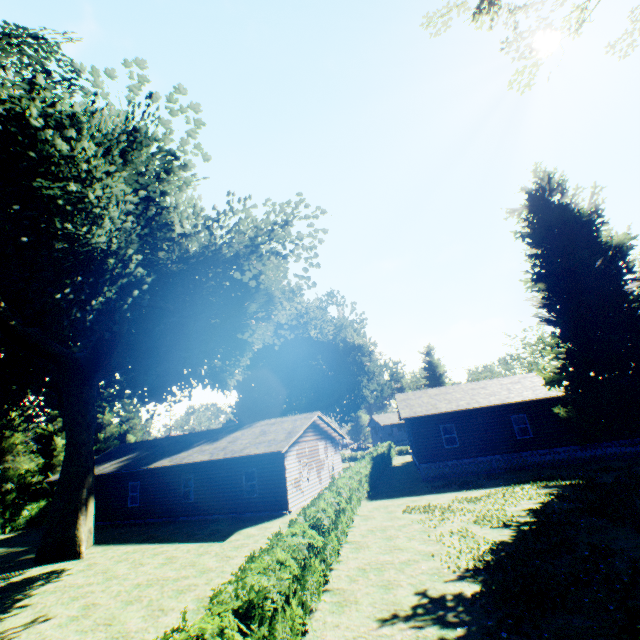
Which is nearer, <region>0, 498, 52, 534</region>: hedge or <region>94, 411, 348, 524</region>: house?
<region>94, 411, 348, 524</region>: house

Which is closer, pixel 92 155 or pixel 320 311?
pixel 92 155

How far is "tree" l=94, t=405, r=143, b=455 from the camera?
37.2 meters

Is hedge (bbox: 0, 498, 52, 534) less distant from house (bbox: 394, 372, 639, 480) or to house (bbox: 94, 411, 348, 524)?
house (bbox: 94, 411, 348, 524)

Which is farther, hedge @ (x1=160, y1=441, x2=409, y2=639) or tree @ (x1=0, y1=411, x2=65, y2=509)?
tree @ (x1=0, y1=411, x2=65, y2=509)

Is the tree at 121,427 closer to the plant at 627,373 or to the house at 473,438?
the plant at 627,373

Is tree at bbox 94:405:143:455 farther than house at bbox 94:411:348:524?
Yes

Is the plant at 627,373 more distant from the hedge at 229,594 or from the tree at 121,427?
the hedge at 229,594
